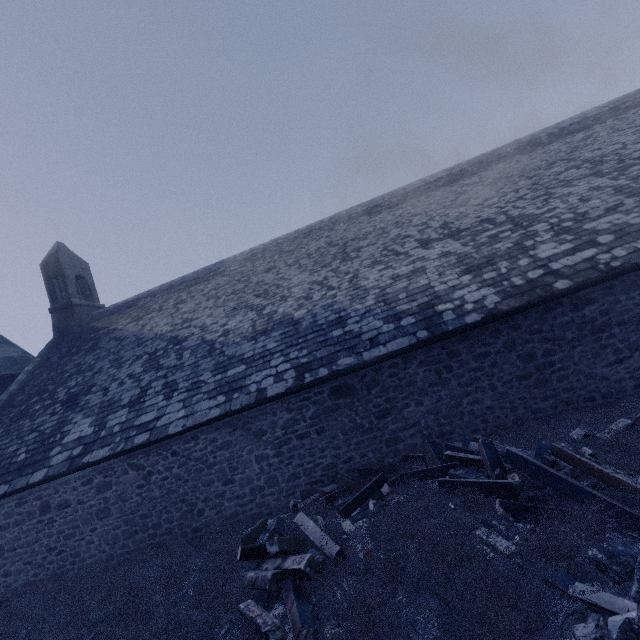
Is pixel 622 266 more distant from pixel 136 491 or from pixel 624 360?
pixel 136 491

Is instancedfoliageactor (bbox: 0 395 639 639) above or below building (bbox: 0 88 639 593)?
below

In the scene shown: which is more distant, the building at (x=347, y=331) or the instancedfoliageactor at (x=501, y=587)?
the building at (x=347, y=331)

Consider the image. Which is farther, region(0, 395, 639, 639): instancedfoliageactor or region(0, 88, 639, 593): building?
region(0, 88, 639, 593): building

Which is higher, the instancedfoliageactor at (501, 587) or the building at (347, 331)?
the building at (347, 331)
